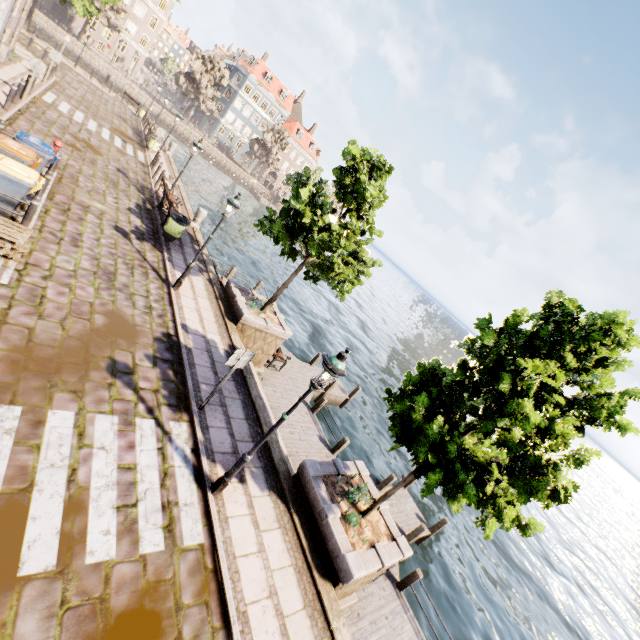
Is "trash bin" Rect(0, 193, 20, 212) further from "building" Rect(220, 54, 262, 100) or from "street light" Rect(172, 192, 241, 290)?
"building" Rect(220, 54, 262, 100)

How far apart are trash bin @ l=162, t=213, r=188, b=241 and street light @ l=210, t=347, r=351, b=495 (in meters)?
10.59

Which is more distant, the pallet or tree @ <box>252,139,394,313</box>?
tree @ <box>252,139,394,313</box>

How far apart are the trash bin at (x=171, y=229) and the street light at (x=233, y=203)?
3.57m

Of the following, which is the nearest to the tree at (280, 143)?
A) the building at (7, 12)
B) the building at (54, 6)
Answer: the building at (7, 12)

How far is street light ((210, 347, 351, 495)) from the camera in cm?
501

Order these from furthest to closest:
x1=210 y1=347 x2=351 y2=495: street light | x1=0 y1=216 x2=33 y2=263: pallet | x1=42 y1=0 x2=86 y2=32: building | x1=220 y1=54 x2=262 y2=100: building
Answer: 1. x1=220 y1=54 x2=262 y2=100: building
2. x1=42 y1=0 x2=86 y2=32: building
3. x1=0 y1=216 x2=33 y2=263: pallet
4. x1=210 y1=347 x2=351 y2=495: street light

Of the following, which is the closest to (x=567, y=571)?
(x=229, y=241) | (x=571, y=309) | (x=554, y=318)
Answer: (x=554, y=318)
